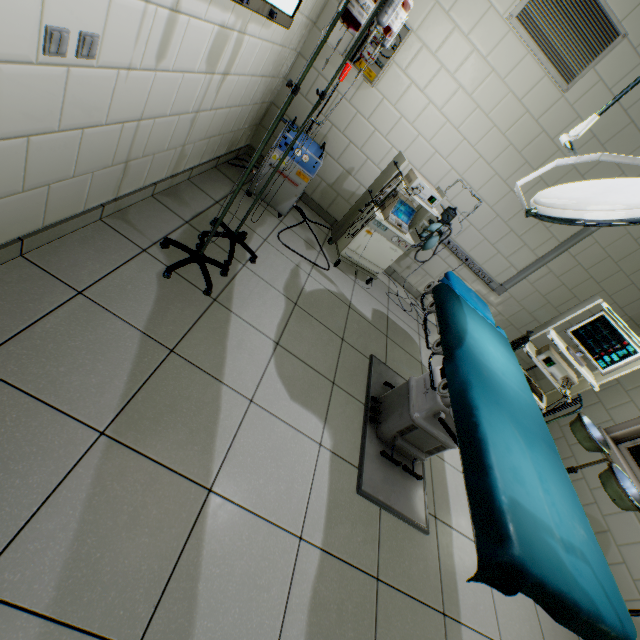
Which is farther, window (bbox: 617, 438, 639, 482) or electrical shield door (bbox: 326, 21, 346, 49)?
window (bbox: 617, 438, 639, 482)

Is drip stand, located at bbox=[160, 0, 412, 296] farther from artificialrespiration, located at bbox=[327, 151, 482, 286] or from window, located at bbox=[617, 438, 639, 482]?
window, located at bbox=[617, 438, 639, 482]

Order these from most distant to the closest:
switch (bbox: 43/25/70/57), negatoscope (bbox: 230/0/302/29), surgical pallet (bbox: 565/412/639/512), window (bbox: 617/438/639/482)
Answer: window (bbox: 617/438/639/482) < surgical pallet (bbox: 565/412/639/512) < negatoscope (bbox: 230/0/302/29) < switch (bbox: 43/25/70/57)

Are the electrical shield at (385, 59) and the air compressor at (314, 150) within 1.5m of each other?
yes

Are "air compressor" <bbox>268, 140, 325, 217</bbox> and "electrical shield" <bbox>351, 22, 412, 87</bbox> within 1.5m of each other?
yes

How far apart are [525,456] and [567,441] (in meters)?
3.02

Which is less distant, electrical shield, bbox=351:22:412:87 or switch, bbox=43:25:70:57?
switch, bbox=43:25:70:57

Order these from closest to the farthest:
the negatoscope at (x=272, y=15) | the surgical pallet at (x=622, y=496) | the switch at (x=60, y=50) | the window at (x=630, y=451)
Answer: the switch at (x=60, y=50)
the negatoscope at (x=272, y=15)
the surgical pallet at (x=622, y=496)
the window at (x=630, y=451)
